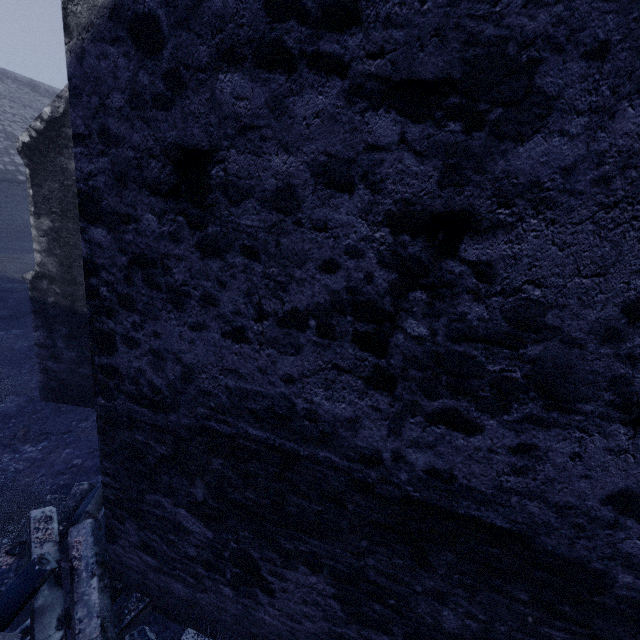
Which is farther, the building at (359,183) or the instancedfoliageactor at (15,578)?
the instancedfoliageactor at (15,578)

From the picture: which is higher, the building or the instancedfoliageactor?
the building

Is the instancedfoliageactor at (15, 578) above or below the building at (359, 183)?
below

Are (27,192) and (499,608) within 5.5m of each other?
no

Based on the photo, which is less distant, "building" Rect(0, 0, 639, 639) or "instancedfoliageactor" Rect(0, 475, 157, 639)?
"building" Rect(0, 0, 639, 639)
